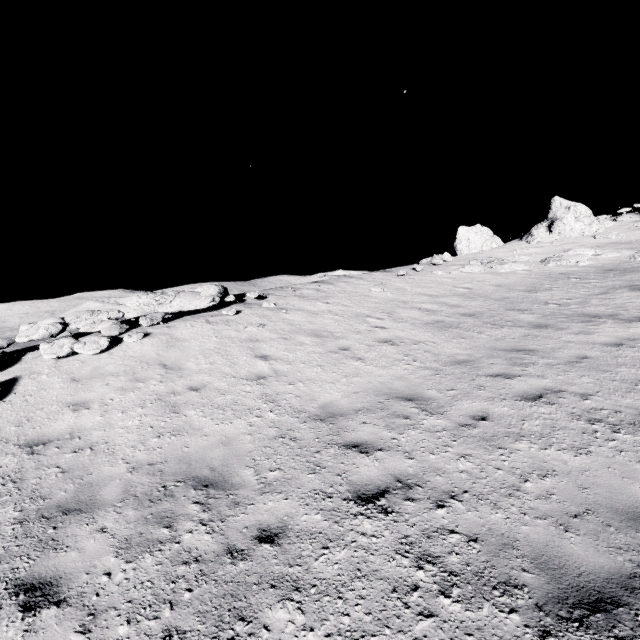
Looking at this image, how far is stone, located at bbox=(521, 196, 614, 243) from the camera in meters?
20.0

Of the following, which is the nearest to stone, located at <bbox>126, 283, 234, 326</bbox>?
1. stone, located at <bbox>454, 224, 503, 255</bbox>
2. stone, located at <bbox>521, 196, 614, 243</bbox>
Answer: stone, located at <bbox>521, 196, 614, 243</bbox>

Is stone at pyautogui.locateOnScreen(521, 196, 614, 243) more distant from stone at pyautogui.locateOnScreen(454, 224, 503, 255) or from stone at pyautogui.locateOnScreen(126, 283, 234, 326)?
stone at pyautogui.locateOnScreen(126, 283, 234, 326)

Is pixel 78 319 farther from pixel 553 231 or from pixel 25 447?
pixel 553 231

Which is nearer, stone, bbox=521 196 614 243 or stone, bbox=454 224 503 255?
stone, bbox=521 196 614 243

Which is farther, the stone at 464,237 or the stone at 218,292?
the stone at 464,237

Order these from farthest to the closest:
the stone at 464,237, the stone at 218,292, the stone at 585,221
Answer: the stone at 464,237
the stone at 585,221
the stone at 218,292

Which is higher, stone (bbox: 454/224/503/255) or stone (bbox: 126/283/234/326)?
stone (bbox: 454/224/503/255)
